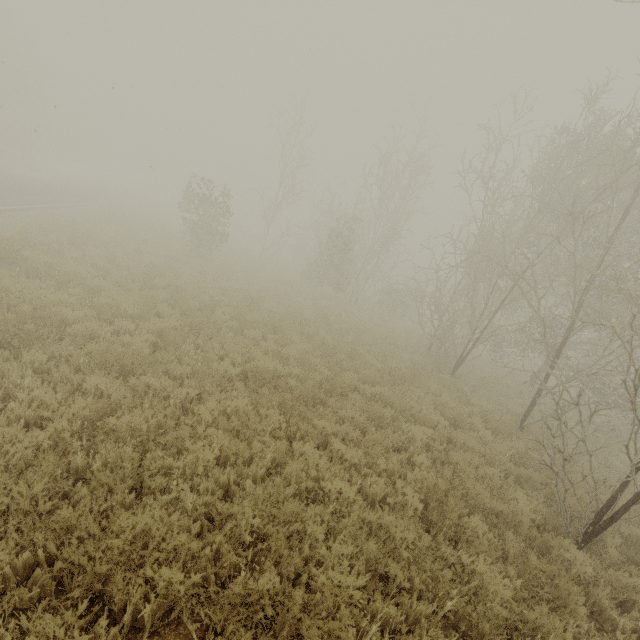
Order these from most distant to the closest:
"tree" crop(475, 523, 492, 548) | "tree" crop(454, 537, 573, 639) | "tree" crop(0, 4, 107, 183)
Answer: "tree" crop(0, 4, 107, 183) < "tree" crop(475, 523, 492, 548) < "tree" crop(454, 537, 573, 639)

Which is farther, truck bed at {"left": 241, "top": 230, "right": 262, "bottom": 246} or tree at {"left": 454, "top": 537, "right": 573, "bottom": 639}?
truck bed at {"left": 241, "top": 230, "right": 262, "bottom": 246}

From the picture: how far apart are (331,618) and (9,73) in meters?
50.4 m

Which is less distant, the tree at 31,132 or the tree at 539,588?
the tree at 539,588

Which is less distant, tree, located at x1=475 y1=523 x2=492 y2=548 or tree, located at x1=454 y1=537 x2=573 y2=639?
tree, located at x1=454 y1=537 x2=573 y2=639

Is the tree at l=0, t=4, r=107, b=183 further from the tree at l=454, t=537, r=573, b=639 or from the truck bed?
the tree at l=454, t=537, r=573, b=639

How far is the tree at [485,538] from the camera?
5.0 meters

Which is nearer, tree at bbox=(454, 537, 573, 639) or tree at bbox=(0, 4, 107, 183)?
tree at bbox=(454, 537, 573, 639)
